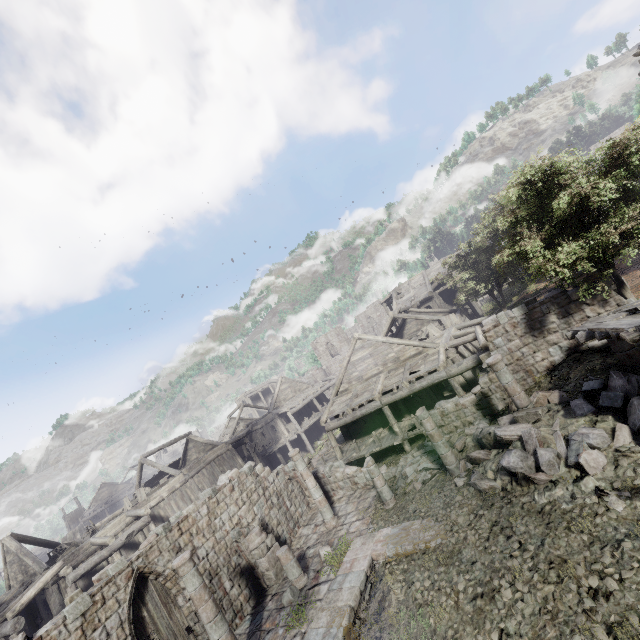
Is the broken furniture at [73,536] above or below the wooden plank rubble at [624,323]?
above

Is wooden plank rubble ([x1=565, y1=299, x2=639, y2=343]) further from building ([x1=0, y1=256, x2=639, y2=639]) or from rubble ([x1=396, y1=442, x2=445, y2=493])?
rubble ([x1=396, y1=442, x2=445, y2=493])

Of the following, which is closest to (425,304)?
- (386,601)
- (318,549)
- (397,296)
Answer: (397,296)

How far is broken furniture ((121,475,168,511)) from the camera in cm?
2331

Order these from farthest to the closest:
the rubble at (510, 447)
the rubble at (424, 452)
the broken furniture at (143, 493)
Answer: the broken furniture at (143, 493) → the rubble at (424, 452) → the rubble at (510, 447)

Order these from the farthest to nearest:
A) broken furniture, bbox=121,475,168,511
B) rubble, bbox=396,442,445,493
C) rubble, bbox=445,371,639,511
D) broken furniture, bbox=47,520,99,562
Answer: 1. broken furniture, bbox=121,475,168,511
2. broken furniture, bbox=47,520,99,562
3. rubble, bbox=396,442,445,493
4. rubble, bbox=445,371,639,511

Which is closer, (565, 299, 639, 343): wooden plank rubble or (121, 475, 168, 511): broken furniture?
(565, 299, 639, 343): wooden plank rubble

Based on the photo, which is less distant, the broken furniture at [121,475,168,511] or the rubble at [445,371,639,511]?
the rubble at [445,371,639,511]
